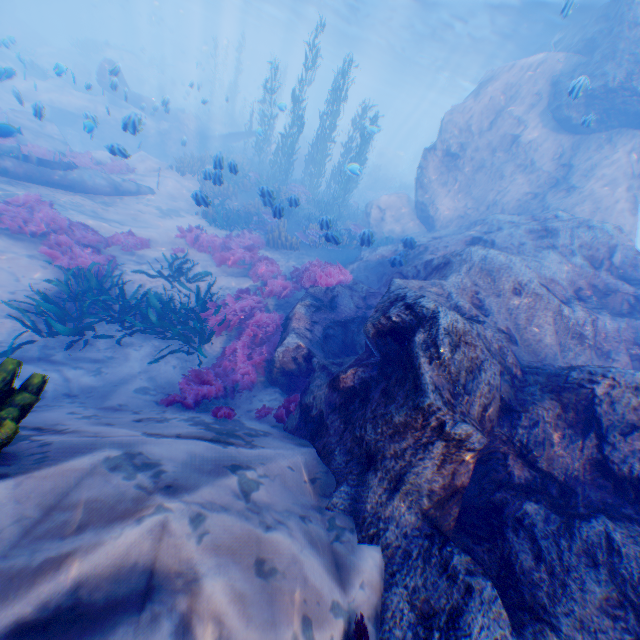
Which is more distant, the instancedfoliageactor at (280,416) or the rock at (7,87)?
the rock at (7,87)

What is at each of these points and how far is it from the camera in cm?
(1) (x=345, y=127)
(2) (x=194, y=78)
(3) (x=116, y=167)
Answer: (1) rock, 4459
(2) rock, 5006
(3) instancedfoliageactor, 1506

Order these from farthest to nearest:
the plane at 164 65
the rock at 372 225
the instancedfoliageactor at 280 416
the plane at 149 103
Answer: the plane at 164 65, the plane at 149 103, the instancedfoliageactor at 280 416, the rock at 372 225

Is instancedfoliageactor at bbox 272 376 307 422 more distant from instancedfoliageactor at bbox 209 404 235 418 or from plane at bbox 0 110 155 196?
plane at bbox 0 110 155 196

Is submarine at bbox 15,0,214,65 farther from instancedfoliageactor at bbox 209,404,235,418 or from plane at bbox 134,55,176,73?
instancedfoliageactor at bbox 209,404,235,418

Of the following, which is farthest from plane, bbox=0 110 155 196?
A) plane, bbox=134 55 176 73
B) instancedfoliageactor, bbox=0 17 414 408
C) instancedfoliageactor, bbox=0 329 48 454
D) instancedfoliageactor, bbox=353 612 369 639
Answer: plane, bbox=134 55 176 73

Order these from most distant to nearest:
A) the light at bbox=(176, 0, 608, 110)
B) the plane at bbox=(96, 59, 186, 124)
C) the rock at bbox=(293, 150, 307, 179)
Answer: the rock at bbox=(293, 150, 307, 179) < the light at bbox=(176, 0, 608, 110) < the plane at bbox=(96, 59, 186, 124)

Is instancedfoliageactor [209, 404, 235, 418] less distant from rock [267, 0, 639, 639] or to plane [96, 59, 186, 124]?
rock [267, 0, 639, 639]
